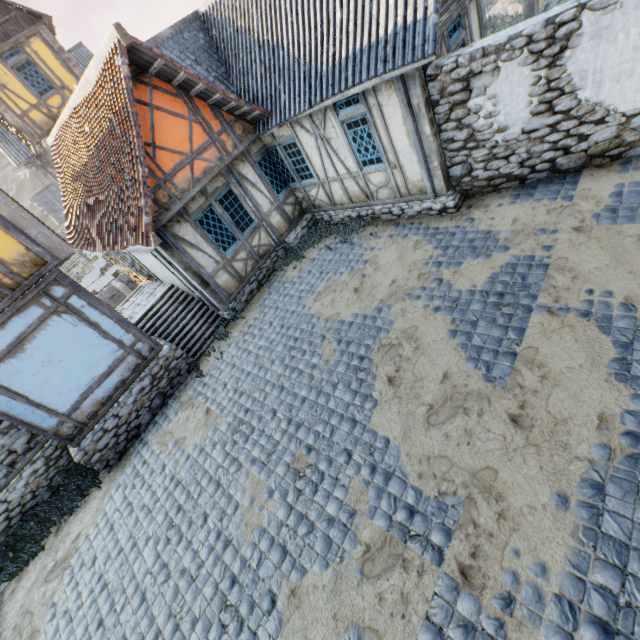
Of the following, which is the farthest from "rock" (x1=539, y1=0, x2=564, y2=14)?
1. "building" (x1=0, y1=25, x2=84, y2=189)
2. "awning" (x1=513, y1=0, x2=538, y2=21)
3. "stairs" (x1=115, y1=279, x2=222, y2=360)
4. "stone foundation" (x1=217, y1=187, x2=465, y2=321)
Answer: "stairs" (x1=115, y1=279, x2=222, y2=360)

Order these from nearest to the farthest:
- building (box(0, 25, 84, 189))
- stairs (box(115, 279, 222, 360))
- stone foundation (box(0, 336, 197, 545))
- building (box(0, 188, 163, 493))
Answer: building (box(0, 188, 163, 493)), stone foundation (box(0, 336, 197, 545)), stairs (box(115, 279, 222, 360)), building (box(0, 25, 84, 189))

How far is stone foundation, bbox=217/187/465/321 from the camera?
8.00m

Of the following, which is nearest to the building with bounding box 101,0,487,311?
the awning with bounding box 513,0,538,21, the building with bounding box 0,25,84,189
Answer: the awning with bounding box 513,0,538,21

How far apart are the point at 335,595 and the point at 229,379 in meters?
5.1 m

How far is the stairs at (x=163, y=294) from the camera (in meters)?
9.60

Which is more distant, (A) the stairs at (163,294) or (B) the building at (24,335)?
(A) the stairs at (163,294)

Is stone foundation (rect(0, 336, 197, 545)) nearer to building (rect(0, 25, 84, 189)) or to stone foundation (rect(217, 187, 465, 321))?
stone foundation (rect(217, 187, 465, 321))
